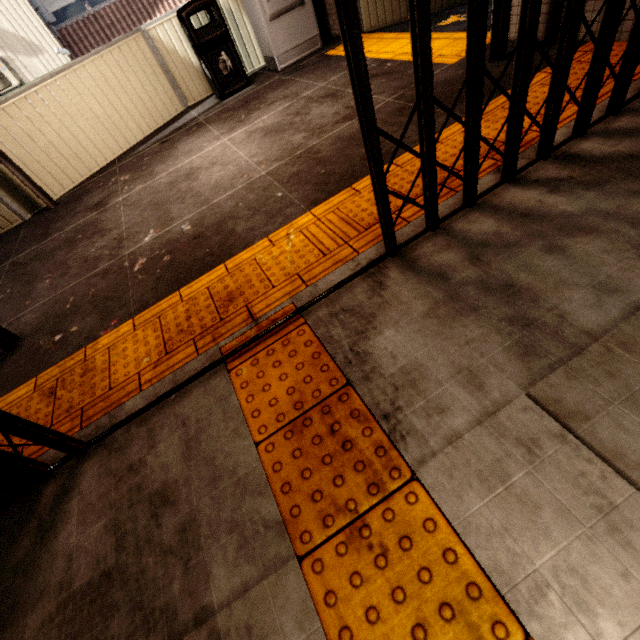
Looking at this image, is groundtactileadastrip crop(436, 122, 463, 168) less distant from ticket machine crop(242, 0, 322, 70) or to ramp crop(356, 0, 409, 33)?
ramp crop(356, 0, 409, 33)

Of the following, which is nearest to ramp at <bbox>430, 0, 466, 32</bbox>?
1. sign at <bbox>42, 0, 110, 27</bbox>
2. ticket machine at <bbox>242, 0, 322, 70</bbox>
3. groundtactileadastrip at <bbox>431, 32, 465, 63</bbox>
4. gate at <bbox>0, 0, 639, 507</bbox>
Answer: groundtactileadastrip at <bbox>431, 32, 465, 63</bbox>

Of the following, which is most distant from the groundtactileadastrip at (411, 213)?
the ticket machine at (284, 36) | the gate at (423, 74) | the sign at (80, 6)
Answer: the sign at (80, 6)

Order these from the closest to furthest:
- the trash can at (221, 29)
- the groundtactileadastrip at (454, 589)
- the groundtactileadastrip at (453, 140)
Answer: the groundtactileadastrip at (454, 589), the groundtactileadastrip at (453, 140), the trash can at (221, 29)

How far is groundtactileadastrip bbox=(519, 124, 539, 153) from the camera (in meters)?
2.08

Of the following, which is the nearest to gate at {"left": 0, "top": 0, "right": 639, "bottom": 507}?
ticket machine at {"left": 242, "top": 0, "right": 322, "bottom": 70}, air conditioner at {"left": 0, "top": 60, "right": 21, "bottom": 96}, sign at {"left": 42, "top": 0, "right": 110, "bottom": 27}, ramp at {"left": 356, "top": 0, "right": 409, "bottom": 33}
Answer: ramp at {"left": 356, "top": 0, "right": 409, "bottom": 33}

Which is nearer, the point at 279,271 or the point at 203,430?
the point at 203,430

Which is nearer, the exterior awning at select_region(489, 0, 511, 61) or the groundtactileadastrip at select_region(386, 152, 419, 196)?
the groundtactileadastrip at select_region(386, 152, 419, 196)
